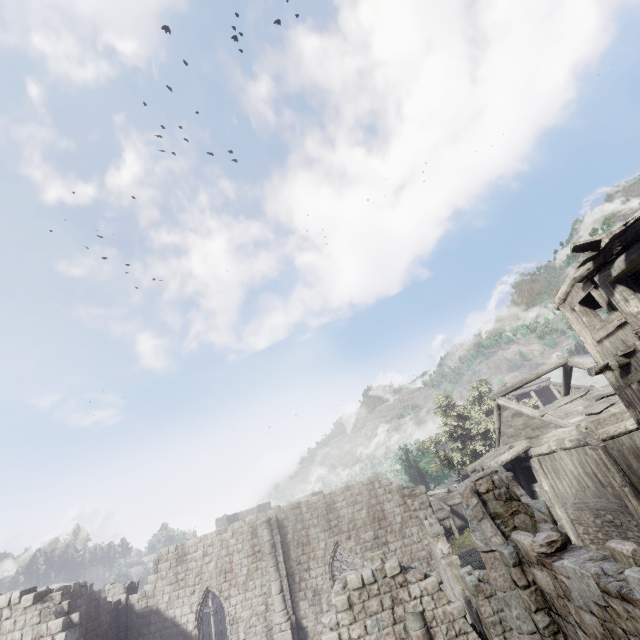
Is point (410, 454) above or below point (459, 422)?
below
